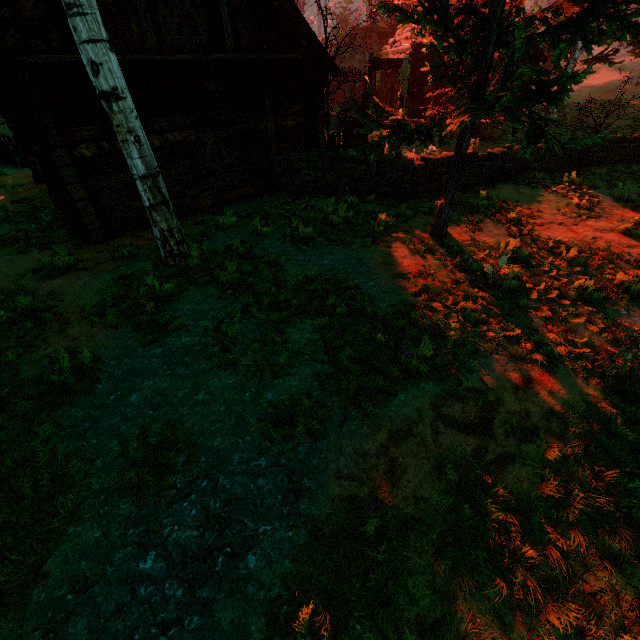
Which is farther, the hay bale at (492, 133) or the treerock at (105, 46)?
the hay bale at (492, 133)

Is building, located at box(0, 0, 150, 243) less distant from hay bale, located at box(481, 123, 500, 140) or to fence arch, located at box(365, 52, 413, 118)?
fence arch, located at box(365, 52, 413, 118)

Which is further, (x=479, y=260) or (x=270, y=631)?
(x=479, y=260)

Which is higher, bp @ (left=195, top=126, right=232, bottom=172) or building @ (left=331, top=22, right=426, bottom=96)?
building @ (left=331, top=22, right=426, bottom=96)

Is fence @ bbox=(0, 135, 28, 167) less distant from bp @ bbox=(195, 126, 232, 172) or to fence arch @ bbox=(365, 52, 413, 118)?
bp @ bbox=(195, 126, 232, 172)

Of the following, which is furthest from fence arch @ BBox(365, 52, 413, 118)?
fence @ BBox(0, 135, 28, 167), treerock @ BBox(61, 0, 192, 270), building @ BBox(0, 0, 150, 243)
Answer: fence @ BBox(0, 135, 28, 167)

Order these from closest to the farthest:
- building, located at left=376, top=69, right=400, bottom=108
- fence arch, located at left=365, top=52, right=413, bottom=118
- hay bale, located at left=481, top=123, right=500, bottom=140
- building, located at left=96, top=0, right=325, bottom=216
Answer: building, located at left=96, top=0, right=325, bottom=216 < fence arch, located at left=365, top=52, right=413, bottom=118 < hay bale, located at left=481, top=123, right=500, bottom=140 < building, located at left=376, top=69, right=400, bottom=108

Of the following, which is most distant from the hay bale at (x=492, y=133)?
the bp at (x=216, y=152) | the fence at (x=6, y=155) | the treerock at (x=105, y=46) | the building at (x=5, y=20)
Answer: the fence at (x=6, y=155)
